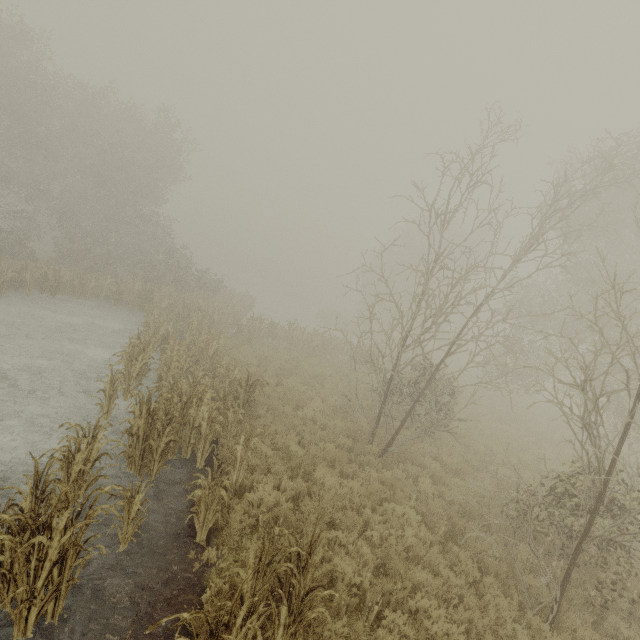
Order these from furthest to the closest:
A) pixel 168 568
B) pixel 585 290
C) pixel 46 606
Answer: pixel 585 290
pixel 168 568
pixel 46 606
